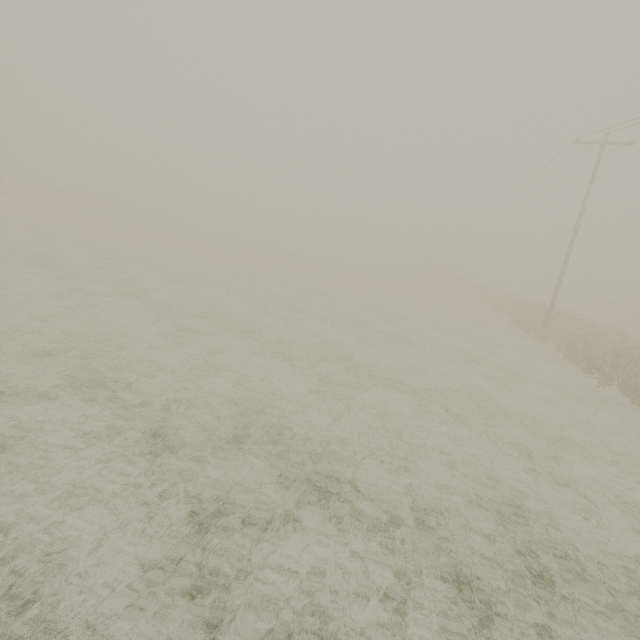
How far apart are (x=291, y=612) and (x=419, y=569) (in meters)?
2.00
